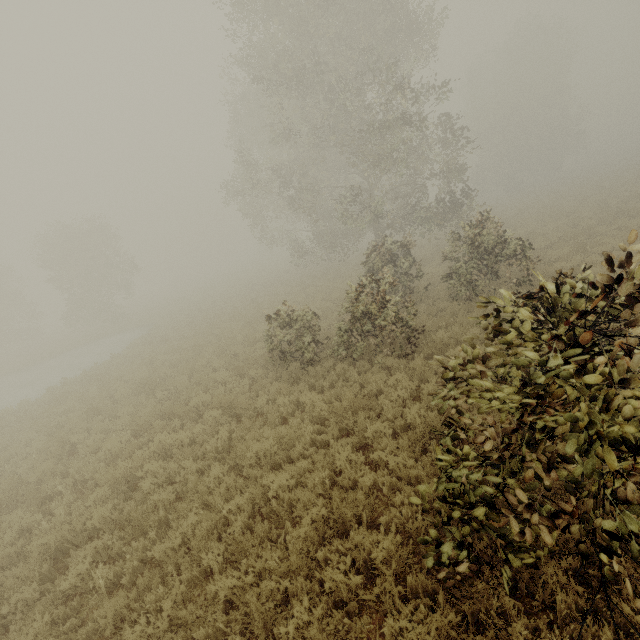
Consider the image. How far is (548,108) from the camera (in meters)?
37.41
